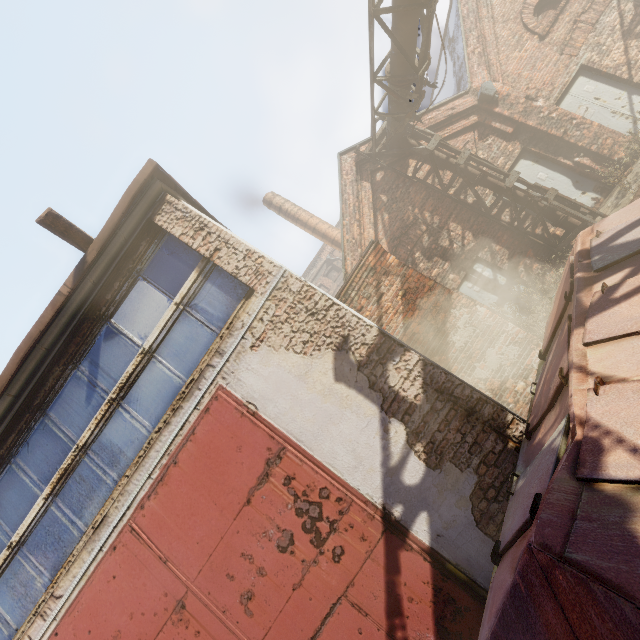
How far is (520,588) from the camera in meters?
1.6 m

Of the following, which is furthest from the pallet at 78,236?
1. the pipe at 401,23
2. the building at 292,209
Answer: the building at 292,209

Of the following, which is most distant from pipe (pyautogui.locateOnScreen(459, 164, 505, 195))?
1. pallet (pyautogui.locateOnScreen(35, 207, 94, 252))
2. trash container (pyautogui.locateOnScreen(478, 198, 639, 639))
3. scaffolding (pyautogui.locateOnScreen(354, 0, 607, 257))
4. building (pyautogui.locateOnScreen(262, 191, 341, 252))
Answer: building (pyautogui.locateOnScreen(262, 191, 341, 252))

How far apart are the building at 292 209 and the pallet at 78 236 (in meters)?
13.26

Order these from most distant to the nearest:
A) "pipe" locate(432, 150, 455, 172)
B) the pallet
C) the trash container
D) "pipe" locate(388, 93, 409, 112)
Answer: "pipe" locate(432, 150, 455, 172), "pipe" locate(388, 93, 409, 112), the pallet, the trash container

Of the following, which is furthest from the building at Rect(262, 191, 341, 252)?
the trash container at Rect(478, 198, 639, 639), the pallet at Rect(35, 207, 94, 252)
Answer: the pallet at Rect(35, 207, 94, 252)

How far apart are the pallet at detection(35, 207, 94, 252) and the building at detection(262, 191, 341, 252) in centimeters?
1326cm
